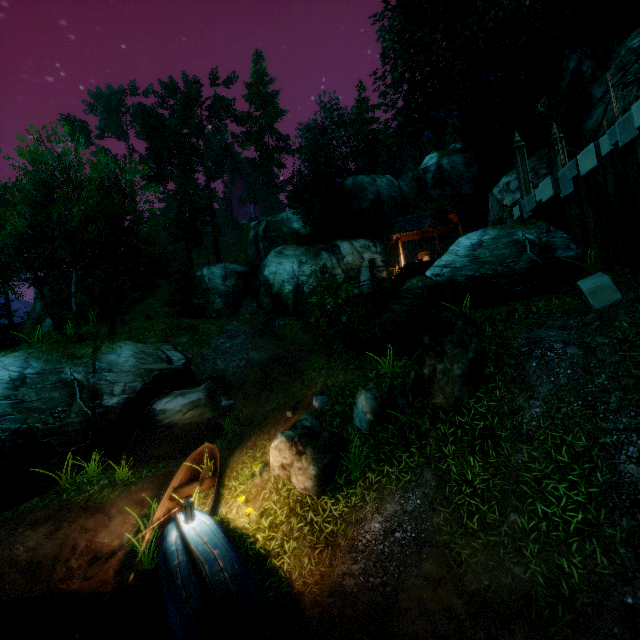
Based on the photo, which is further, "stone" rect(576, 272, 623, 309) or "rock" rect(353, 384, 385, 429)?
"rock" rect(353, 384, 385, 429)

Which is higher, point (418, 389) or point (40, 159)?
point (40, 159)

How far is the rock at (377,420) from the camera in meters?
7.2

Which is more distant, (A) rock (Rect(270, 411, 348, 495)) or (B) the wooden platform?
(B) the wooden platform

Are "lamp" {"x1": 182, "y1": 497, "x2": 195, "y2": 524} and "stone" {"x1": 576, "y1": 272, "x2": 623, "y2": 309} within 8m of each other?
no

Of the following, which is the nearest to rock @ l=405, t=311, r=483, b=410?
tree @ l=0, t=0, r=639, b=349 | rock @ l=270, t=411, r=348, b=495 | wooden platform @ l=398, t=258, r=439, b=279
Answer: rock @ l=270, t=411, r=348, b=495

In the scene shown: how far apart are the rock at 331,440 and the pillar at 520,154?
11.06m

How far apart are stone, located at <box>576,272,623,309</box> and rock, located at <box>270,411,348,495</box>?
6.0 meters
